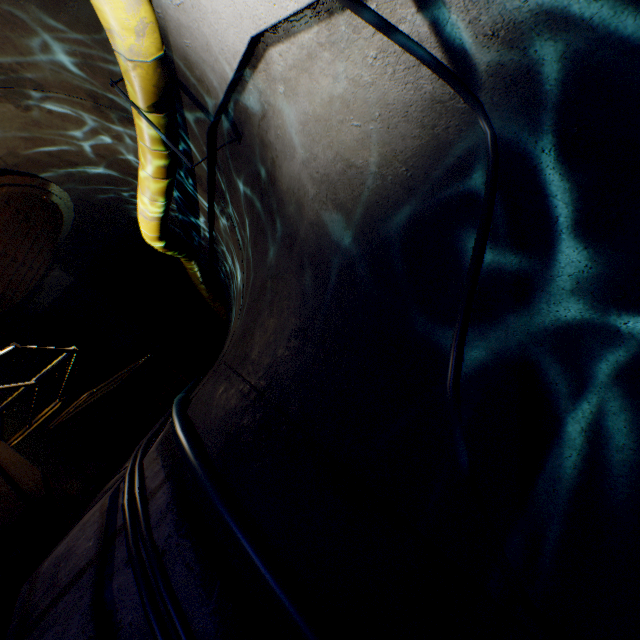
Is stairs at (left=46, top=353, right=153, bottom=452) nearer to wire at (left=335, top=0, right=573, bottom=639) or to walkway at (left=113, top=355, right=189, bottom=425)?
walkway at (left=113, top=355, right=189, bottom=425)

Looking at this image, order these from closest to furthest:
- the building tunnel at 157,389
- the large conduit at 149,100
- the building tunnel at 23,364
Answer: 1. the large conduit at 149,100
2. the building tunnel at 23,364
3. the building tunnel at 157,389

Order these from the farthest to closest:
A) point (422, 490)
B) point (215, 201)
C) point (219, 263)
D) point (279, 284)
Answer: point (219, 263)
point (215, 201)
point (279, 284)
point (422, 490)

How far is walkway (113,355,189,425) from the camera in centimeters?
831cm

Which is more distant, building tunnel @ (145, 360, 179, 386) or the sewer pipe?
building tunnel @ (145, 360, 179, 386)

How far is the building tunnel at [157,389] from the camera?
12.3 meters

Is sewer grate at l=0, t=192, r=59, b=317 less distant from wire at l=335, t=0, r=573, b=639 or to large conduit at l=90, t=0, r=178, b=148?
large conduit at l=90, t=0, r=178, b=148

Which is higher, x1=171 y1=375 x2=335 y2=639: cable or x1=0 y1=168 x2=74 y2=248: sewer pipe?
x1=0 y1=168 x2=74 y2=248: sewer pipe
